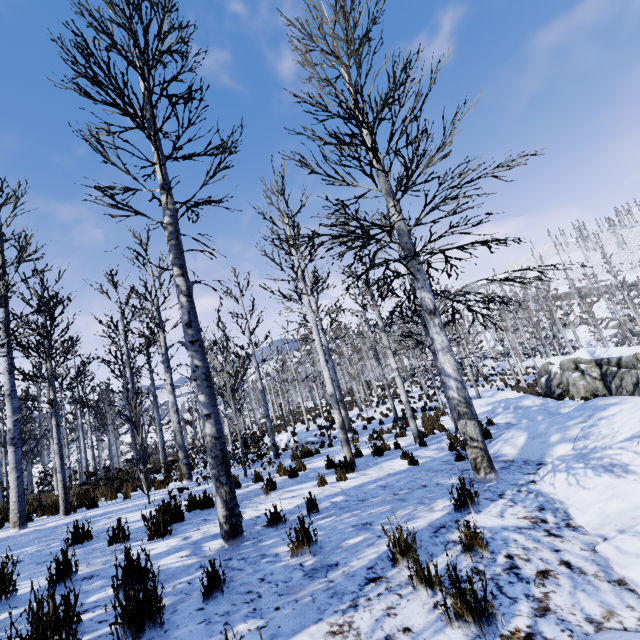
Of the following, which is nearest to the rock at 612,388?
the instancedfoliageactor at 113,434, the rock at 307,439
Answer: the instancedfoliageactor at 113,434

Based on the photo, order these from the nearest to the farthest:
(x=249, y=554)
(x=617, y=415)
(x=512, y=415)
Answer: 1. (x=249, y=554)
2. (x=617, y=415)
3. (x=512, y=415)

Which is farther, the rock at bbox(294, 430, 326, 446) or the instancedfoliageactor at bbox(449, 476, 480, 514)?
the rock at bbox(294, 430, 326, 446)

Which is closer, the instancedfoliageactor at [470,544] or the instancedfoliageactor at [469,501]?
the instancedfoliageactor at [470,544]

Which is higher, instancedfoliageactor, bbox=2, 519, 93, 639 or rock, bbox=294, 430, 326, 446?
instancedfoliageactor, bbox=2, 519, 93, 639

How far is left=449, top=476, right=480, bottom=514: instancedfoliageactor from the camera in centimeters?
406cm

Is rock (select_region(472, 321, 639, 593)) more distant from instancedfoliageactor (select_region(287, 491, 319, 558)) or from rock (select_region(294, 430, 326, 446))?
rock (select_region(294, 430, 326, 446))

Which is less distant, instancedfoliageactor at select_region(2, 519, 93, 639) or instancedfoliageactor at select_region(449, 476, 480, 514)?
instancedfoliageactor at select_region(2, 519, 93, 639)
